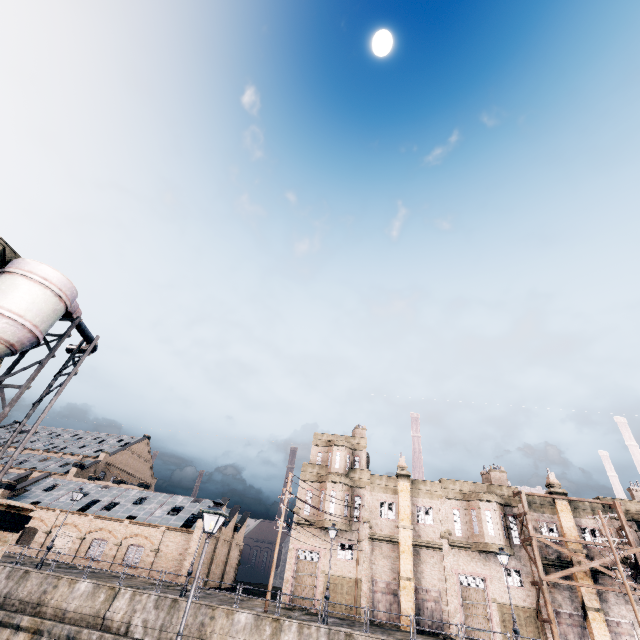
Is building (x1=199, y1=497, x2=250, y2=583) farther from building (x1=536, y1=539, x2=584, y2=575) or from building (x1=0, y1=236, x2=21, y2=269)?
building (x1=0, y1=236, x2=21, y2=269)

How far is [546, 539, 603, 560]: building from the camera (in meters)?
29.47

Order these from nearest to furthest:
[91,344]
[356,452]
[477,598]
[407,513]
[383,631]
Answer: [91,344] < [383,631] < [477,598] < [407,513] < [356,452]

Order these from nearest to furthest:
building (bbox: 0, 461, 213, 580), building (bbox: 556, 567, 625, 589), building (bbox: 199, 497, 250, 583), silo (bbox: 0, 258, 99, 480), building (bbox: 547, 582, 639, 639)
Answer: silo (bbox: 0, 258, 99, 480)
building (bbox: 547, 582, 639, 639)
building (bbox: 556, 567, 625, 589)
building (bbox: 0, 461, 213, 580)
building (bbox: 199, 497, 250, 583)

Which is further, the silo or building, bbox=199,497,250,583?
building, bbox=199,497,250,583

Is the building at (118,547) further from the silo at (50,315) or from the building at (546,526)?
the silo at (50,315)

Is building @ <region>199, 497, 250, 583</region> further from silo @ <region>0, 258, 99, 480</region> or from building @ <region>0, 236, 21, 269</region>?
silo @ <region>0, 258, 99, 480</region>

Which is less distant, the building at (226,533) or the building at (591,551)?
the building at (591,551)
